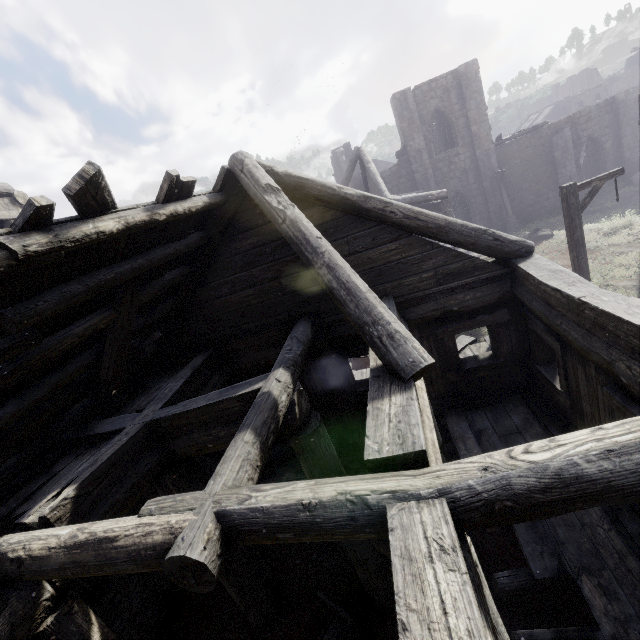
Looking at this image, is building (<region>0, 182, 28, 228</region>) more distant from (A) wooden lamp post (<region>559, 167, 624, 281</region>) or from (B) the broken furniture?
(A) wooden lamp post (<region>559, 167, 624, 281</region>)

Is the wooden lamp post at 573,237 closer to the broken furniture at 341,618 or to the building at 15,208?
the building at 15,208

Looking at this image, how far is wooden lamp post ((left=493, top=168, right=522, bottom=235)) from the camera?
22.17m

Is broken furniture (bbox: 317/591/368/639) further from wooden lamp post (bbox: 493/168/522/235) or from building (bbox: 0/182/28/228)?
wooden lamp post (bbox: 493/168/522/235)

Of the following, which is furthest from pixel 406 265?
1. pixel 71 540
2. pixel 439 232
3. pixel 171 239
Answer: pixel 71 540

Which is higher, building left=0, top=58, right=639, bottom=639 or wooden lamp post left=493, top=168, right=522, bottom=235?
building left=0, top=58, right=639, bottom=639

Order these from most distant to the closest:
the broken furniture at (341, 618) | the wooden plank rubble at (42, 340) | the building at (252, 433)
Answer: the broken furniture at (341, 618), the wooden plank rubble at (42, 340), the building at (252, 433)

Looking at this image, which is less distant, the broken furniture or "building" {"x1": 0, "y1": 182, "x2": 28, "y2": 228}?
the broken furniture
